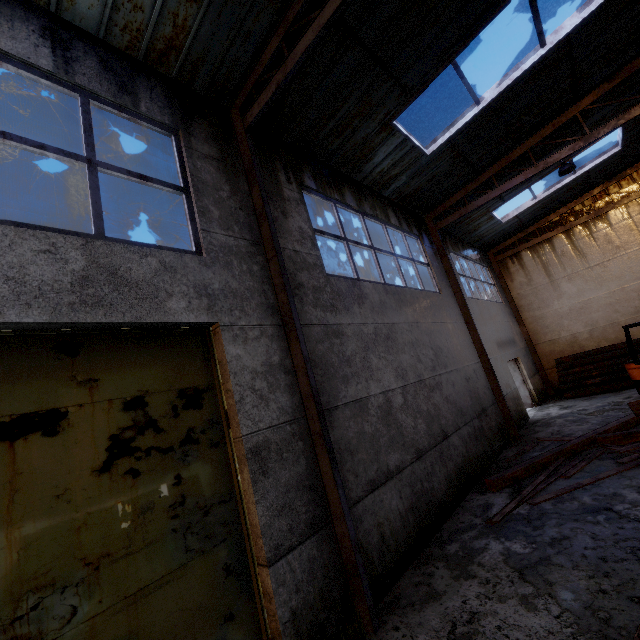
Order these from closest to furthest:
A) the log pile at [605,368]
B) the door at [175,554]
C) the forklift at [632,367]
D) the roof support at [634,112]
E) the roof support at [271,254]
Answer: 1. the door at [175,554]
2. the roof support at [271,254]
3. the roof support at [634,112]
4. the forklift at [632,367]
5. the log pile at [605,368]

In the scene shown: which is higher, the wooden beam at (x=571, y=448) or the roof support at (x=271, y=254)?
the roof support at (x=271, y=254)

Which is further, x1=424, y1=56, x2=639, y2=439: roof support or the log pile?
the log pile

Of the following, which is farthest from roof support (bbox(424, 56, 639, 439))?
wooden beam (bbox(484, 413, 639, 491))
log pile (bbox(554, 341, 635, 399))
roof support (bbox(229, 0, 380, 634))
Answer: roof support (bbox(229, 0, 380, 634))

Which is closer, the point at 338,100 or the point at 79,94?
the point at 79,94

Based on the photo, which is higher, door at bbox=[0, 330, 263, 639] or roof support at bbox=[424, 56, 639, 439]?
roof support at bbox=[424, 56, 639, 439]

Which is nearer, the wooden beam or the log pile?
the wooden beam

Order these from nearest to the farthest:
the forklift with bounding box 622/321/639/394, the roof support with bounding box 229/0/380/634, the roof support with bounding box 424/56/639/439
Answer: the roof support with bounding box 229/0/380/634
the roof support with bounding box 424/56/639/439
the forklift with bounding box 622/321/639/394
